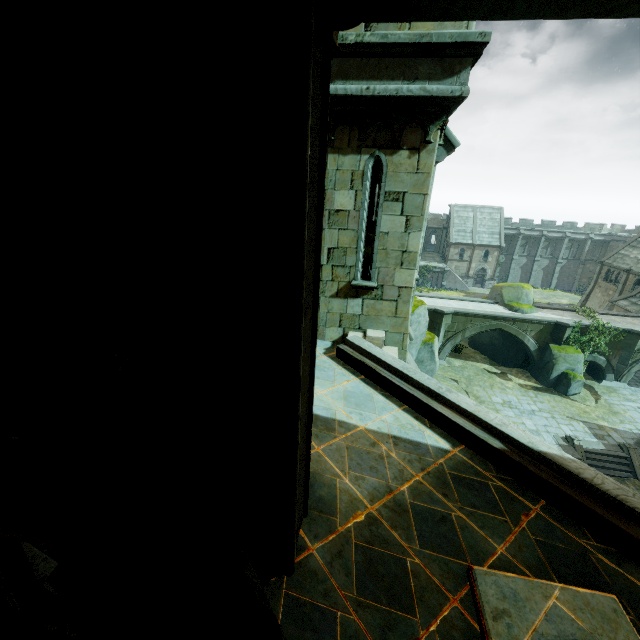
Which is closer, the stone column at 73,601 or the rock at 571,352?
the stone column at 73,601

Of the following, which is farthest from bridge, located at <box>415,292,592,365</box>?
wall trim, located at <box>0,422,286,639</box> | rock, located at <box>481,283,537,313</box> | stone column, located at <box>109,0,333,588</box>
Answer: wall trim, located at <box>0,422,286,639</box>

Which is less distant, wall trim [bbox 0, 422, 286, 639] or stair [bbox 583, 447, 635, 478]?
wall trim [bbox 0, 422, 286, 639]

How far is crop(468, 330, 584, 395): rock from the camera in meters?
24.6

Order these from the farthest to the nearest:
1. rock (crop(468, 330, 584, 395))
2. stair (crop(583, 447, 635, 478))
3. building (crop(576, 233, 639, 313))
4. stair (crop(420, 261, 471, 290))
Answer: stair (crop(420, 261, 471, 290))
building (crop(576, 233, 639, 313))
rock (crop(468, 330, 584, 395))
stair (crop(583, 447, 635, 478))

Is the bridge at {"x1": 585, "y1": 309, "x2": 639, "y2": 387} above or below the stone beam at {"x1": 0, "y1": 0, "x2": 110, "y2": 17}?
below

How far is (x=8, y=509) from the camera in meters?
3.0

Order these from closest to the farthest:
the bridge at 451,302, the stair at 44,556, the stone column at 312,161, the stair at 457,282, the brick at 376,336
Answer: the stone column at 312,161 → the stair at 44,556 → the brick at 376,336 → the bridge at 451,302 → the stair at 457,282
